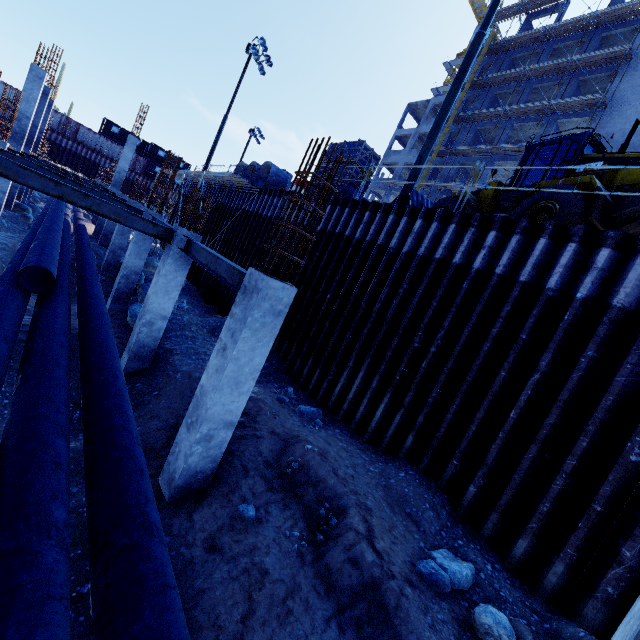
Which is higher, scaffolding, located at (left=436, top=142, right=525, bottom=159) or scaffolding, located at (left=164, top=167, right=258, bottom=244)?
scaffolding, located at (left=436, top=142, right=525, bottom=159)

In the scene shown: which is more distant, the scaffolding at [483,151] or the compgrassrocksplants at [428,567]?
the scaffolding at [483,151]

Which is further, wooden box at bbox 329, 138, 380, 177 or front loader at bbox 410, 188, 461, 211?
wooden box at bbox 329, 138, 380, 177

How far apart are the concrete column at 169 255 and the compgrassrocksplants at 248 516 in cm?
561

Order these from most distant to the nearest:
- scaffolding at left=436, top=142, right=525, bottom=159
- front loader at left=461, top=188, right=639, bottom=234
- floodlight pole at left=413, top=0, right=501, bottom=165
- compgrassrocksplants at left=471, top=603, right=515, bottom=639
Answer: scaffolding at left=436, top=142, right=525, bottom=159 < floodlight pole at left=413, top=0, right=501, bottom=165 < front loader at left=461, top=188, right=639, bottom=234 < compgrassrocksplants at left=471, top=603, right=515, bottom=639

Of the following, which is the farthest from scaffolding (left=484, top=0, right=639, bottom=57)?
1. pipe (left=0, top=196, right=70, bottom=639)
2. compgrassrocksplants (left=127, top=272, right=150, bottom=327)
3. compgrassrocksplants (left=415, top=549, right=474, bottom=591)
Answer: compgrassrocksplants (left=415, top=549, right=474, bottom=591)

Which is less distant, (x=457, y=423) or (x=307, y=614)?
(x=307, y=614)

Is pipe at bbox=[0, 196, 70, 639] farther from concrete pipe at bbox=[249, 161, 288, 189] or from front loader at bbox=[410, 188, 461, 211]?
front loader at bbox=[410, 188, 461, 211]
